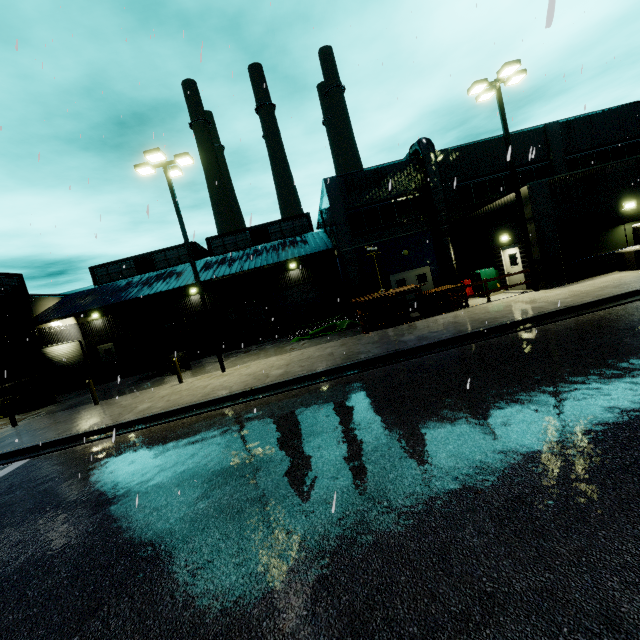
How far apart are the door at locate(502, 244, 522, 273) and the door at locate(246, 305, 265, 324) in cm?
1994

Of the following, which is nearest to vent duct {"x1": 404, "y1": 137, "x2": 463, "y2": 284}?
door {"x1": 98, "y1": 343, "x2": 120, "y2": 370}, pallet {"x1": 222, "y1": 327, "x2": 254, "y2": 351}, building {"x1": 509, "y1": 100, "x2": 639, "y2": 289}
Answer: building {"x1": 509, "y1": 100, "x2": 639, "y2": 289}

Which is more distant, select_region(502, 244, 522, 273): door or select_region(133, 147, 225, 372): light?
select_region(502, 244, 522, 273): door

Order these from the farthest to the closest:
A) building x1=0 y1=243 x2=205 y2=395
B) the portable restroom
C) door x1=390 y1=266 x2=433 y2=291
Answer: the portable restroom
building x1=0 y1=243 x2=205 y2=395
door x1=390 y1=266 x2=433 y2=291

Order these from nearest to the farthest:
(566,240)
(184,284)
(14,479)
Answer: (14,479)
(566,240)
(184,284)

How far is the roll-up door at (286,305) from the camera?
30.4 meters

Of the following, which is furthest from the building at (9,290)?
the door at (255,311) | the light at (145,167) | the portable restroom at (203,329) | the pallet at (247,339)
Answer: the light at (145,167)

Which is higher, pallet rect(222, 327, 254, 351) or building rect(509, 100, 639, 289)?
building rect(509, 100, 639, 289)
